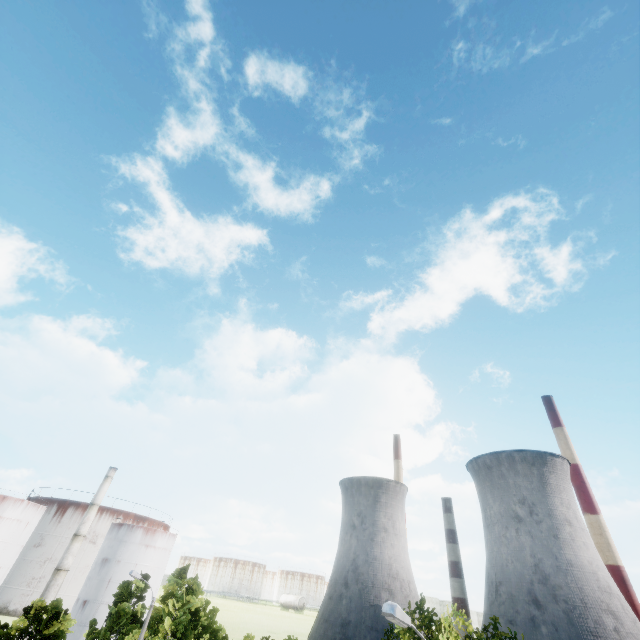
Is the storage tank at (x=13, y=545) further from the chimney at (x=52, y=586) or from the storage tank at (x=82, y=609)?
the storage tank at (x=82, y=609)

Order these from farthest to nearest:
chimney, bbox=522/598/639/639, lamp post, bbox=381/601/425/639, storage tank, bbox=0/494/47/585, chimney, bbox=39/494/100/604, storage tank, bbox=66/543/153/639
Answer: chimney, bbox=522/598/639/639 → storage tank, bbox=66/543/153/639 → chimney, bbox=39/494/100/604 → storage tank, bbox=0/494/47/585 → lamp post, bbox=381/601/425/639

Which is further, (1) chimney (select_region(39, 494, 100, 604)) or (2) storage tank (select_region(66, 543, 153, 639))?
(2) storage tank (select_region(66, 543, 153, 639))

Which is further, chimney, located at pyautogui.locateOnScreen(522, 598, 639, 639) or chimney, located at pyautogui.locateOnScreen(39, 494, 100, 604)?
chimney, located at pyautogui.locateOnScreen(522, 598, 639, 639)

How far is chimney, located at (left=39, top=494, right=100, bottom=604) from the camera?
50.81m

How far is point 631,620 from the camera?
59.0 meters

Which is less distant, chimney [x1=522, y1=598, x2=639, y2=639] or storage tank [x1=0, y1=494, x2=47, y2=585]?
storage tank [x1=0, y1=494, x2=47, y2=585]

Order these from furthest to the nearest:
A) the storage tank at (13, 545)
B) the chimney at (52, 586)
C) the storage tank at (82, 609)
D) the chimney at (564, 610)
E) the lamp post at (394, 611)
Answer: the chimney at (564, 610)
the storage tank at (82, 609)
the chimney at (52, 586)
the storage tank at (13, 545)
the lamp post at (394, 611)
